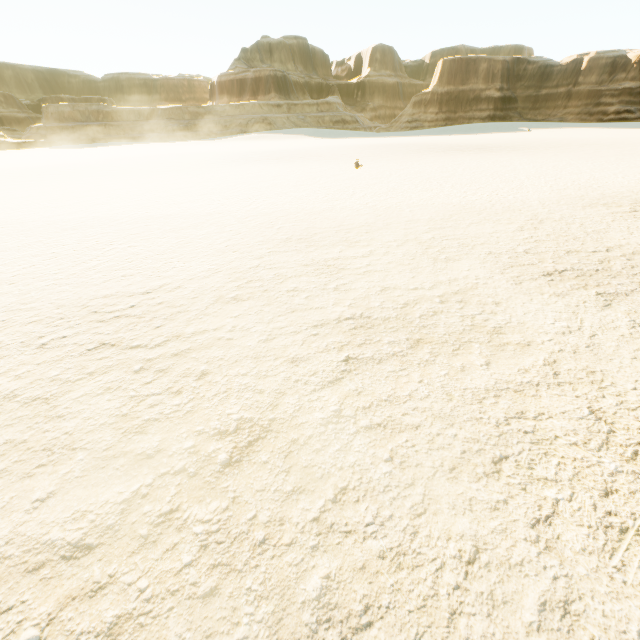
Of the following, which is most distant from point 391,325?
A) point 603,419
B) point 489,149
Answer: point 489,149
